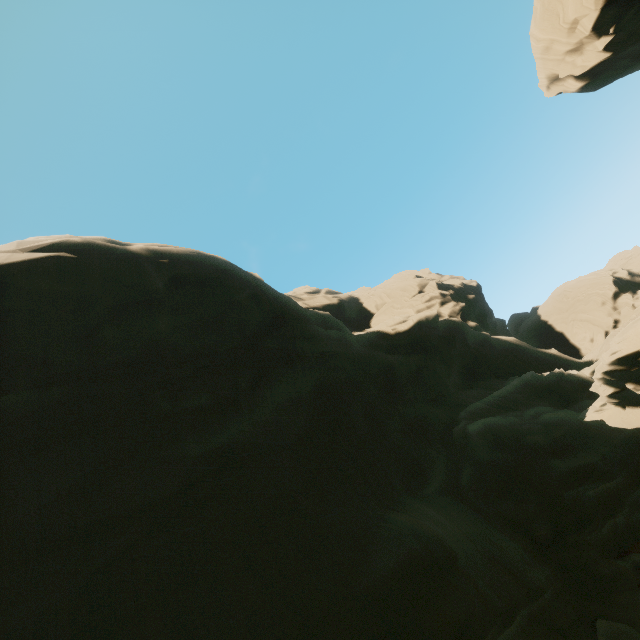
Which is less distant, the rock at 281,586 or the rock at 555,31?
the rock at 281,586

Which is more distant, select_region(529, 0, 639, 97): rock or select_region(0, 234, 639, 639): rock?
select_region(529, 0, 639, 97): rock

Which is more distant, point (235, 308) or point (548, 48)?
→ point (235, 308)
